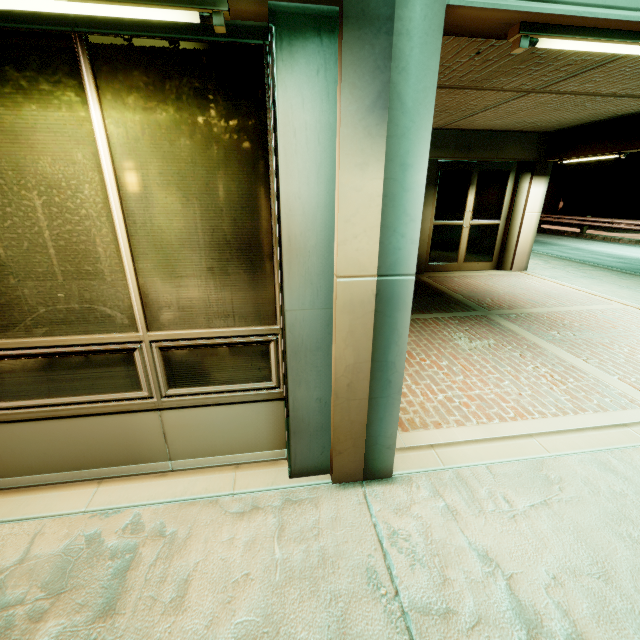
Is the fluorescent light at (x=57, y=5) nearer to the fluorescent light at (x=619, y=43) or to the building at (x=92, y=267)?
the building at (x=92, y=267)

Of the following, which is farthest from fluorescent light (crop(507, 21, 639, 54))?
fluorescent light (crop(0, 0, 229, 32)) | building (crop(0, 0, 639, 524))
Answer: fluorescent light (crop(0, 0, 229, 32))

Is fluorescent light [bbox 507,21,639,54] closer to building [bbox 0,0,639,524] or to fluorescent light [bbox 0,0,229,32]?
building [bbox 0,0,639,524]

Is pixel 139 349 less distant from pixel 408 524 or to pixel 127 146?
pixel 127 146

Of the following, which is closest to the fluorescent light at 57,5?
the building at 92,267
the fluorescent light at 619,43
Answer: the building at 92,267
